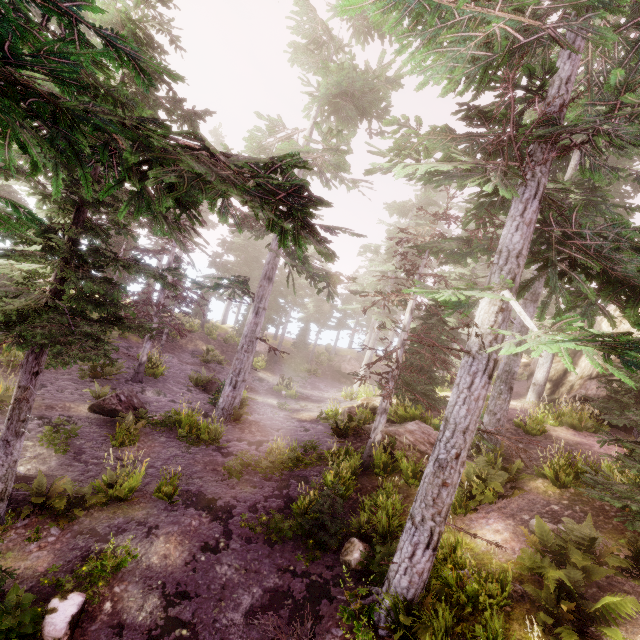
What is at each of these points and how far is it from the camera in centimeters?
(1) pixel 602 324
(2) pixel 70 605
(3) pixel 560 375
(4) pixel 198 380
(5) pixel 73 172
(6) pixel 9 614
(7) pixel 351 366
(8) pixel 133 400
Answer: (1) rock, 1706cm
(2) rock, 553cm
(3) rock, 1955cm
(4) instancedfoliageactor, 1927cm
(5) instancedfoliageactor, 604cm
(6) instancedfoliageactor, 512cm
(7) rock, 3291cm
(8) rock, 1351cm

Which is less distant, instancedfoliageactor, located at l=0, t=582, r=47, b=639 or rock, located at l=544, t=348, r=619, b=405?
instancedfoliageactor, located at l=0, t=582, r=47, b=639

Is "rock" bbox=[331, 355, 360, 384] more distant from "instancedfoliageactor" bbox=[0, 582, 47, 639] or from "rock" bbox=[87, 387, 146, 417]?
"rock" bbox=[87, 387, 146, 417]

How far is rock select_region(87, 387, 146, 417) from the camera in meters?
12.3 m

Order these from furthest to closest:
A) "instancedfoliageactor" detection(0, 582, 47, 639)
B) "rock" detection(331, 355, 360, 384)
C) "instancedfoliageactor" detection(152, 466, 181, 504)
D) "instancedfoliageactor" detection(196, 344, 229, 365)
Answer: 1. "rock" detection(331, 355, 360, 384)
2. "instancedfoliageactor" detection(196, 344, 229, 365)
3. "instancedfoliageactor" detection(152, 466, 181, 504)
4. "instancedfoliageactor" detection(0, 582, 47, 639)

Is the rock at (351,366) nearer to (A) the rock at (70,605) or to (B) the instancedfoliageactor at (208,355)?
(B) the instancedfoliageactor at (208,355)

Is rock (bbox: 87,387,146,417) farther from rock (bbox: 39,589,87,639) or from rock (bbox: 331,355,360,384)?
rock (bbox: 331,355,360,384)

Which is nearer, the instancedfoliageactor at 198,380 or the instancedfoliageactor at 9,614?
the instancedfoliageactor at 9,614
